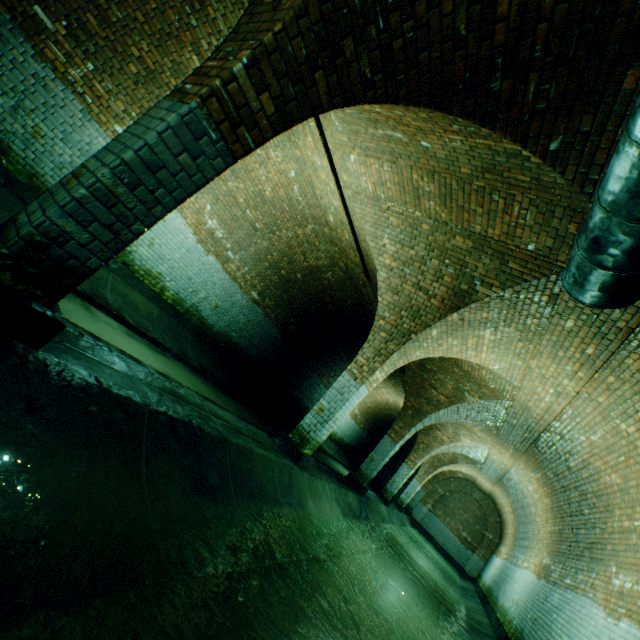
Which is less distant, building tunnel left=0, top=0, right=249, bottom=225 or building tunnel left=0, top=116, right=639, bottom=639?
building tunnel left=0, top=116, right=639, bottom=639

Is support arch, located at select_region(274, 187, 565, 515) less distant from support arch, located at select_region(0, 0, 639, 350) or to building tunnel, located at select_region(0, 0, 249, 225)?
building tunnel, located at select_region(0, 0, 249, 225)

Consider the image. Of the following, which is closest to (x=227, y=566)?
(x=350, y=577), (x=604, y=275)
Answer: (x=350, y=577)

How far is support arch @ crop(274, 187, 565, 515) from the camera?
4.9 meters

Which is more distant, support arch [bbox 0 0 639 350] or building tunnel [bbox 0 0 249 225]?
building tunnel [bbox 0 0 249 225]

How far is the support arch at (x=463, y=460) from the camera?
4.88m

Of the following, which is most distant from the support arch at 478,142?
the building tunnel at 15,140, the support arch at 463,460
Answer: the support arch at 463,460

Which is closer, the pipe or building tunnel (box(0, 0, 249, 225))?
the pipe
